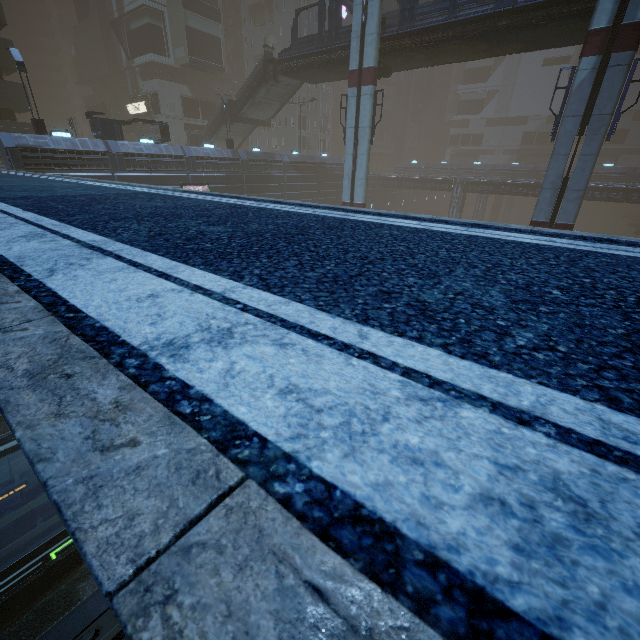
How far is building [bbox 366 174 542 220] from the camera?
41.4 meters

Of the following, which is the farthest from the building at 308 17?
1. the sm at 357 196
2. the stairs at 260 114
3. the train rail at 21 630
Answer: the stairs at 260 114

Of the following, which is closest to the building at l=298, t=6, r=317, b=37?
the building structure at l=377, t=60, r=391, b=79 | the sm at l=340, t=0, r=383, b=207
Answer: the sm at l=340, t=0, r=383, b=207

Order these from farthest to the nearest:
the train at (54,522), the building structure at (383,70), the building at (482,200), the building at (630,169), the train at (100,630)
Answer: the building at (630,169) → the building at (482,200) → the building structure at (383,70) → the train at (54,522) → the train at (100,630)

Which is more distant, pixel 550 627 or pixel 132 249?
pixel 132 249

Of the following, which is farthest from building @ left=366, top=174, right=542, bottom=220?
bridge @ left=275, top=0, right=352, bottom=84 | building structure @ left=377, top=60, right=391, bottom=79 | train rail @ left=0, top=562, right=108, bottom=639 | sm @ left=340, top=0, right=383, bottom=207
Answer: building structure @ left=377, top=60, right=391, bottom=79

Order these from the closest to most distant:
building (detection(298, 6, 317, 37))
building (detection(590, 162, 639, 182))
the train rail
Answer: the train rail, building (detection(590, 162, 639, 182)), building (detection(298, 6, 317, 37))
